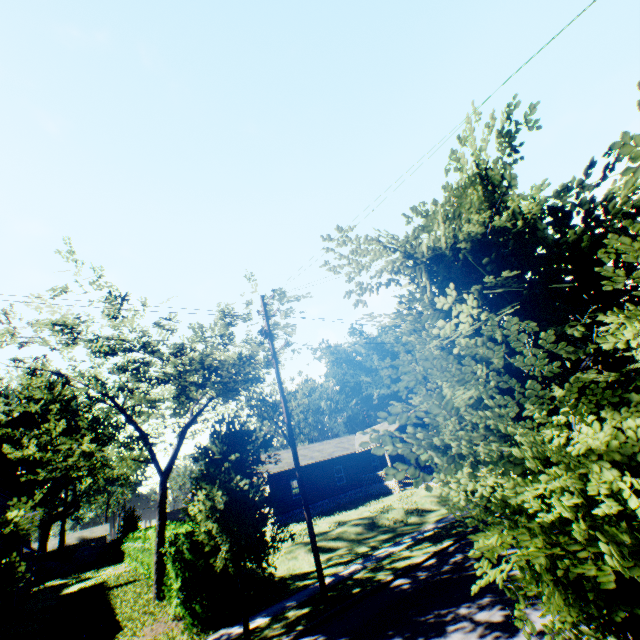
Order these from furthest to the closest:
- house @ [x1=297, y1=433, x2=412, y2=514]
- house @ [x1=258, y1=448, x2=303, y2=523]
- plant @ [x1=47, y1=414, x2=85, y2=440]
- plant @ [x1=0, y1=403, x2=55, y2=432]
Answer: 1. plant @ [x1=47, y1=414, x2=85, y2=440]
2. plant @ [x1=0, y1=403, x2=55, y2=432]
3. house @ [x1=297, y1=433, x2=412, y2=514]
4. house @ [x1=258, y1=448, x2=303, y2=523]

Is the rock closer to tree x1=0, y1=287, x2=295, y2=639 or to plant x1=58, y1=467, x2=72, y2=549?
plant x1=58, y1=467, x2=72, y2=549

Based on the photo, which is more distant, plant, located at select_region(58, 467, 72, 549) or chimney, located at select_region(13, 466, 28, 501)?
plant, located at select_region(58, 467, 72, 549)

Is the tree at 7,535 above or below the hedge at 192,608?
above

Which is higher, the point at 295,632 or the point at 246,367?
the point at 246,367

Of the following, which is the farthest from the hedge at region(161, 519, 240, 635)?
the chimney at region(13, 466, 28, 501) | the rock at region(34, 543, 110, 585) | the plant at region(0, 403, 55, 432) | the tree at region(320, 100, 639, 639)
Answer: the plant at region(0, 403, 55, 432)

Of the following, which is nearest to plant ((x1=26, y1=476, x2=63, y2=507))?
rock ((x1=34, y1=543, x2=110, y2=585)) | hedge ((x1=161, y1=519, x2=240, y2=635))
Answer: rock ((x1=34, y1=543, x2=110, y2=585))

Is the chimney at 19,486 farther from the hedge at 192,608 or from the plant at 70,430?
the plant at 70,430
